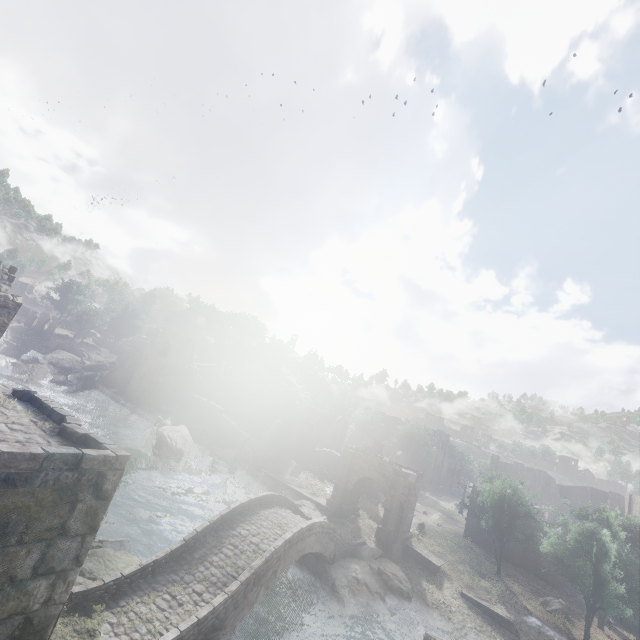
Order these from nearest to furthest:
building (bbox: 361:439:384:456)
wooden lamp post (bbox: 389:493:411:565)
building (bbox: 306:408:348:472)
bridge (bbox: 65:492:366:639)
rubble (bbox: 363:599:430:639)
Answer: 1. bridge (bbox: 65:492:366:639)
2. rubble (bbox: 363:599:430:639)
3. wooden lamp post (bbox: 389:493:411:565)
4. building (bbox: 361:439:384:456)
5. building (bbox: 306:408:348:472)

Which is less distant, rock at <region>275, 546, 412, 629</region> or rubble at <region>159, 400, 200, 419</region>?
rock at <region>275, 546, 412, 629</region>

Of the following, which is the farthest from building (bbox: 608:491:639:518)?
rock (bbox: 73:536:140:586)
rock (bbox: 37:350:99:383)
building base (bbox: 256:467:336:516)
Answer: building base (bbox: 256:467:336:516)

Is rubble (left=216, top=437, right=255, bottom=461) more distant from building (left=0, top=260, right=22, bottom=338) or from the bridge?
the bridge

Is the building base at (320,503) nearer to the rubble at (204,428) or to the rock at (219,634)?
the rubble at (204,428)

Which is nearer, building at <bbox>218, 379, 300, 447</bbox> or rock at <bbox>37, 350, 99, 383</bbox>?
rock at <bbox>37, 350, 99, 383</bbox>

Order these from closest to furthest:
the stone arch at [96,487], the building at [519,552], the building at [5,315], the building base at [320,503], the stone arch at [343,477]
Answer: the stone arch at [96,487] < the building at [5,315] < the stone arch at [343,477] < the building base at [320,503] < the building at [519,552]

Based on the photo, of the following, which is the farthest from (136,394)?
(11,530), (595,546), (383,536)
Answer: (595,546)
